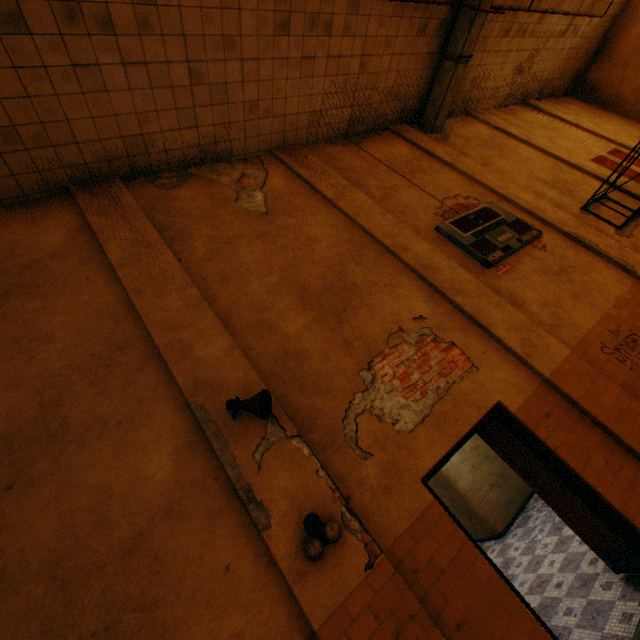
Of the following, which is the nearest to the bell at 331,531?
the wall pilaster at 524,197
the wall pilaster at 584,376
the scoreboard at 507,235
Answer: the wall pilaster at 584,376

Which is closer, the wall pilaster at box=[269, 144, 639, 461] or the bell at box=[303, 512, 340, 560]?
the bell at box=[303, 512, 340, 560]

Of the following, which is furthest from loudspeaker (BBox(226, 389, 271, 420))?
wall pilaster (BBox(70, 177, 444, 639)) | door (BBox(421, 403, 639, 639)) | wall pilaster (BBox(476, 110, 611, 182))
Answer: wall pilaster (BBox(476, 110, 611, 182))

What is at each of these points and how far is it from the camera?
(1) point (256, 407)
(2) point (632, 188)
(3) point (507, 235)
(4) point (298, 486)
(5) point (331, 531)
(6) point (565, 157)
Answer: (1) loudspeaker, 3.1 meters
(2) wall pilaster, 8.9 meters
(3) scoreboard, 6.4 meters
(4) wall pilaster, 3.1 meters
(5) bell, 2.8 meters
(6) wall pilaster, 9.7 meters

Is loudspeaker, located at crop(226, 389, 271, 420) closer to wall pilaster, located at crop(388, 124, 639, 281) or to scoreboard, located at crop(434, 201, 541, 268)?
scoreboard, located at crop(434, 201, 541, 268)

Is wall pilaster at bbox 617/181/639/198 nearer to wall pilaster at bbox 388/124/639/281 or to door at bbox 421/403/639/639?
wall pilaster at bbox 388/124/639/281

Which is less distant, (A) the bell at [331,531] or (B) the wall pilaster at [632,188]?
(A) the bell at [331,531]

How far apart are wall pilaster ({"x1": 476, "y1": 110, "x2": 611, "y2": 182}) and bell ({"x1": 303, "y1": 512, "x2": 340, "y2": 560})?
11.39m
